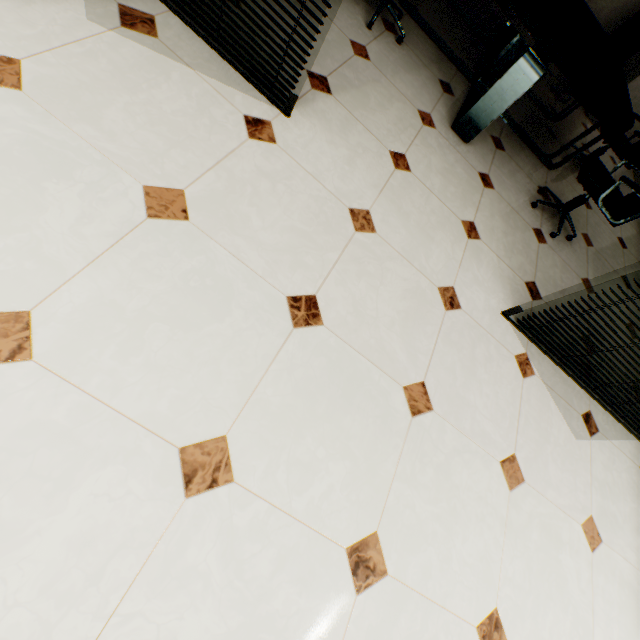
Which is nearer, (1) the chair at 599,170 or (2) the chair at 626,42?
(1) the chair at 599,170

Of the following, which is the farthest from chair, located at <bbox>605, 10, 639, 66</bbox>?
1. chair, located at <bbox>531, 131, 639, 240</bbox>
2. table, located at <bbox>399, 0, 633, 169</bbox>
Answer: chair, located at <bbox>531, 131, 639, 240</bbox>

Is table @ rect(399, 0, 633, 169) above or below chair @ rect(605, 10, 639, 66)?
below

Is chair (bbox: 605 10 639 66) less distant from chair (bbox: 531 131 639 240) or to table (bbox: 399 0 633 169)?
table (bbox: 399 0 633 169)

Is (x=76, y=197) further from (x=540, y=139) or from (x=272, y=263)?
(x=540, y=139)

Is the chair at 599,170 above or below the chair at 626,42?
below
